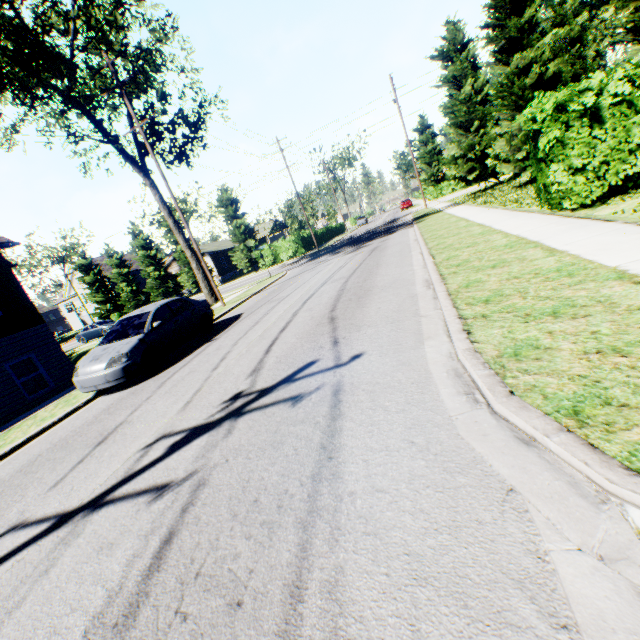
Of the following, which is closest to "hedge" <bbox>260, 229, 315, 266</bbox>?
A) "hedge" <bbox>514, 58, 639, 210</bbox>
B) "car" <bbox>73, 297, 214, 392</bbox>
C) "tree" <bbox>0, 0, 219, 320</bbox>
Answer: "tree" <bbox>0, 0, 219, 320</bbox>

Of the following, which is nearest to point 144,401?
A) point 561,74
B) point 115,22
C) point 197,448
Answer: point 197,448

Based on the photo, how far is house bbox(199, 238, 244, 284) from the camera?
45.4m

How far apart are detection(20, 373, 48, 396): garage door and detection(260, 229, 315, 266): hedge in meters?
25.4 m

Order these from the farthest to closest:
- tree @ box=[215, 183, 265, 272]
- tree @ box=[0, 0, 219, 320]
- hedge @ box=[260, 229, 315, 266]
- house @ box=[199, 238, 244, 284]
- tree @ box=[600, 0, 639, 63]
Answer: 1. house @ box=[199, 238, 244, 284]
2. tree @ box=[215, 183, 265, 272]
3. hedge @ box=[260, 229, 315, 266]
4. tree @ box=[0, 0, 219, 320]
5. tree @ box=[600, 0, 639, 63]

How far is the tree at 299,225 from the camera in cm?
4552

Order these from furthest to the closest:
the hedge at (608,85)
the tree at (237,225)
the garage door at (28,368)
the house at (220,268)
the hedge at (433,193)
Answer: the hedge at (433,193), the house at (220,268), the tree at (237,225), the garage door at (28,368), the hedge at (608,85)
